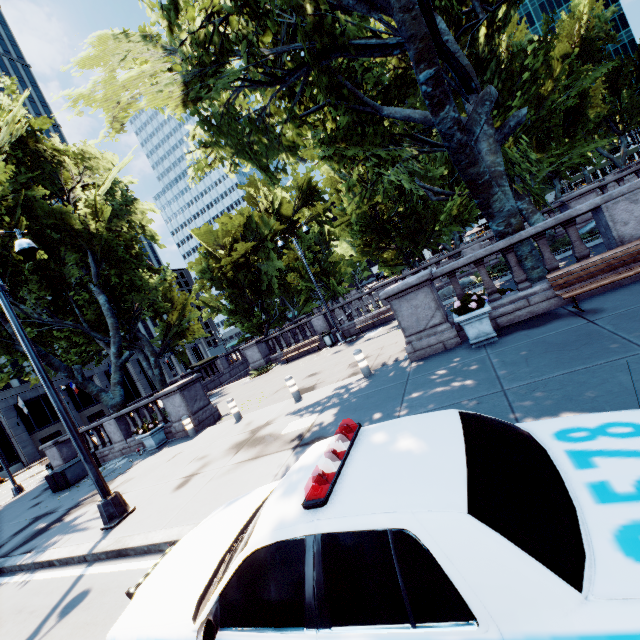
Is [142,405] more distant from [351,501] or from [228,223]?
[228,223]

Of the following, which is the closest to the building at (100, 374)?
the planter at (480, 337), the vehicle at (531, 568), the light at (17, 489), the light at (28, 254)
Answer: the light at (17, 489)

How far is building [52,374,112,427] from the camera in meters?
46.0 m

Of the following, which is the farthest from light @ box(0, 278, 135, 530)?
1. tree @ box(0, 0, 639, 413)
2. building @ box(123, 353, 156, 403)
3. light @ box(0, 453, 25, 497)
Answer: building @ box(123, 353, 156, 403)

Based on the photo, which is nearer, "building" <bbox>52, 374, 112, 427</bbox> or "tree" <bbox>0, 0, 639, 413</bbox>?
"tree" <bbox>0, 0, 639, 413</bbox>

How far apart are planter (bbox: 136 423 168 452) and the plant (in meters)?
12.32

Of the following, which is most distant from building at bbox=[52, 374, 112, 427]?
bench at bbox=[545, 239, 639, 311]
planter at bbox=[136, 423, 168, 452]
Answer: bench at bbox=[545, 239, 639, 311]

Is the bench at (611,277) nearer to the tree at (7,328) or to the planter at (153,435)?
the tree at (7,328)
